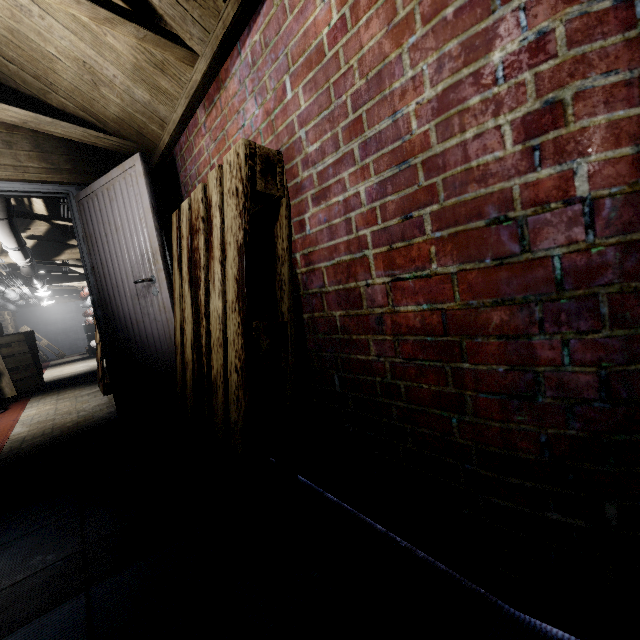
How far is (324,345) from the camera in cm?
128

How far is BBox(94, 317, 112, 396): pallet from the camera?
4.2 meters

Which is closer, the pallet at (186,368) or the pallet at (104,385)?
the pallet at (186,368)

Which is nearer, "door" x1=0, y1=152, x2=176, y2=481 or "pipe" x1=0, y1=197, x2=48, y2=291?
"door" x1=0, y1=152, x2=176, y2=481

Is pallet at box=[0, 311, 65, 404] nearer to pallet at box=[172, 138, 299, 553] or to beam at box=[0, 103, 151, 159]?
beam at box=[0, 103, 151, 159]

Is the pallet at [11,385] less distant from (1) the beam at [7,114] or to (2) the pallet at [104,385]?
(2) the pallet at [104,385]

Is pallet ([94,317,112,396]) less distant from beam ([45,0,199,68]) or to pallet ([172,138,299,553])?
pallet ([172,138,299,553])

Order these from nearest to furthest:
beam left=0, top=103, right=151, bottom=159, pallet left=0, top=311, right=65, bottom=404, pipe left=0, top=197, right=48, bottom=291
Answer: beam left=0, top=103, right=151, bottom=159 → pipe left=0, top=197, right=48, bottom=291 → pallet left=0, top=311, right=65, bottom=404
